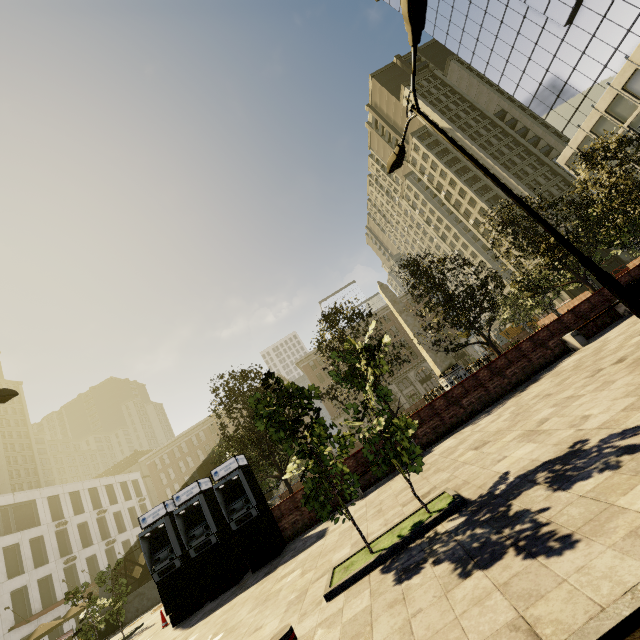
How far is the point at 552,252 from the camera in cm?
1719

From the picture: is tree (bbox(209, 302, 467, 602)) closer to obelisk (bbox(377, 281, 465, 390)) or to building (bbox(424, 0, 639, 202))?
obelisk (bbox(377, 281, 465, 390))

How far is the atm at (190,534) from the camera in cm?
990

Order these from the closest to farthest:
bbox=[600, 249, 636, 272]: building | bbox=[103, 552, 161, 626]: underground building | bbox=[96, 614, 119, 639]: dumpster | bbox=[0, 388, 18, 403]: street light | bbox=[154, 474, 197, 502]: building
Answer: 1. bbox=[0, 388, 18, 403]: street light
2. bbox=[96, 614, 119, 639]: dumpster
3. bbox=[103, 552, 161, 626]: underground building
4. bbox=[600, 249, 636, 272]: building
5. bbox=[154, 474, 197, 502]: building

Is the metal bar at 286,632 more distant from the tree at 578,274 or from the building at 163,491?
the building at 163,491

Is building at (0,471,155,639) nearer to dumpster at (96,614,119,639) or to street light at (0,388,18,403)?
dumpster at (96,614,119,639)

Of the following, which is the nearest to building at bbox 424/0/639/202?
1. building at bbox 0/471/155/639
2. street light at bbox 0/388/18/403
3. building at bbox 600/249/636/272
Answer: building at bbox 600/249/636/272

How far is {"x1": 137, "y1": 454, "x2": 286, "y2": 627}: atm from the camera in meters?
9.9
